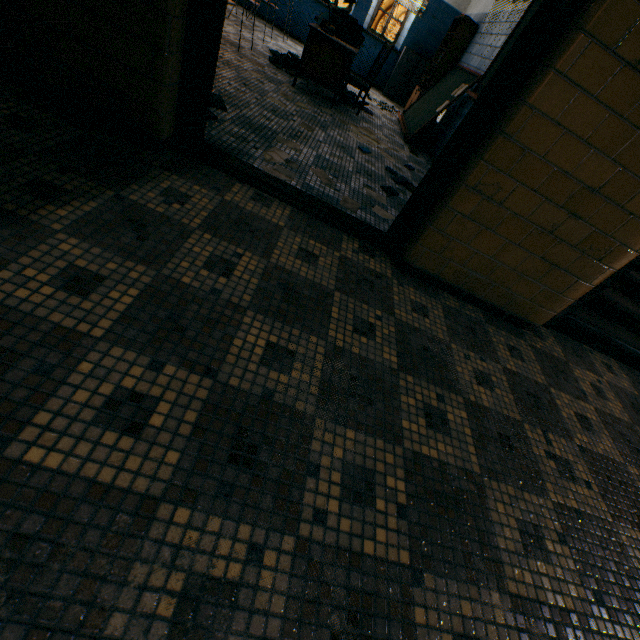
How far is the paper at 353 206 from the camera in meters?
2.6

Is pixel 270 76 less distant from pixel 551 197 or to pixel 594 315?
pixel 551 197

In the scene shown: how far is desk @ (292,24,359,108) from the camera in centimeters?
420cm

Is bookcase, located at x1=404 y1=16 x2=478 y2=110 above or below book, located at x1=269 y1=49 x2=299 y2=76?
above

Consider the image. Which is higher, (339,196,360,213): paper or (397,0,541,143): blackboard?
(397,0,541,143): blackboard

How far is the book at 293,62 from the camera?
4.97m

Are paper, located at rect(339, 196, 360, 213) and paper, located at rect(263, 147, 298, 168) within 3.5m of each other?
yes

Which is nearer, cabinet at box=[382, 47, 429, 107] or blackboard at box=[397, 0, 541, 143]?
blackboard at box=[397, 0, 541, 143]
